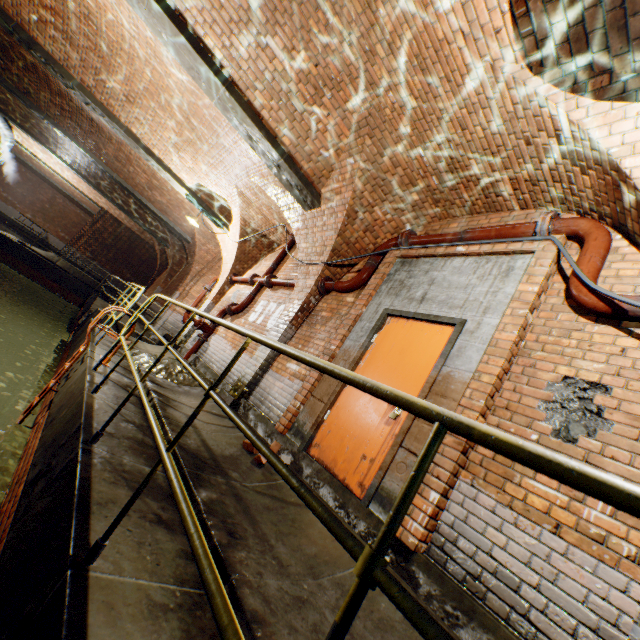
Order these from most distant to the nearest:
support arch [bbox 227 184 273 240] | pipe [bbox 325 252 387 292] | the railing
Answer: support arch [bbox 227 184 273 240] < pipe [bbox 325 252 387 292] < the railing

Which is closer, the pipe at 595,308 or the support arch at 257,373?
the pipe at 595,308

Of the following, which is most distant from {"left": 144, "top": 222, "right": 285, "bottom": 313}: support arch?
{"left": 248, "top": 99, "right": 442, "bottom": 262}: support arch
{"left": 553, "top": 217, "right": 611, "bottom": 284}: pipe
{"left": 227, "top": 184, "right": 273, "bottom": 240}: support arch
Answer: {"left": 553, "top": 217, "right": 611, "bottom": 284}: pipe

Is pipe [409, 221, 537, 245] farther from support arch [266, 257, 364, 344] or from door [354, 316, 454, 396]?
door [354, 316, 454, 396]

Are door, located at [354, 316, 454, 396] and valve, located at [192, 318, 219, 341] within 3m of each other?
no

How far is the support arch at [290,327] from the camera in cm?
596

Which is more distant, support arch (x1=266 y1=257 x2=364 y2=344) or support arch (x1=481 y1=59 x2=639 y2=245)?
support arch (x1=266 y1=257 x2=364 y2=344)

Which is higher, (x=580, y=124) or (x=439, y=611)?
(x=580, y=124)
